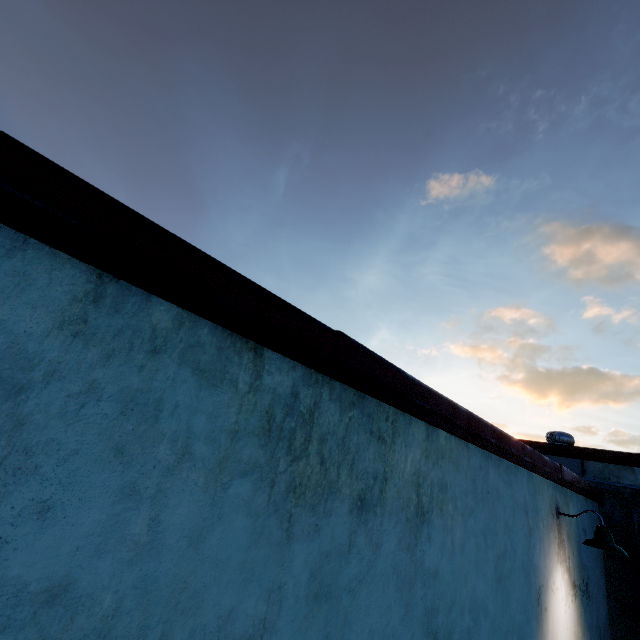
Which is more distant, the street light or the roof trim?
the street light

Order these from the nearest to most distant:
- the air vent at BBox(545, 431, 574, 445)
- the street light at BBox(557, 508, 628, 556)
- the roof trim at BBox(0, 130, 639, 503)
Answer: the roof trim at BBox(0, 130, 639, 503) → the street light at BBox(557, 508, 628, 556) → the air vent at BBox(545, 431, 574, 445)

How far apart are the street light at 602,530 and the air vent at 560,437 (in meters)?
4.31

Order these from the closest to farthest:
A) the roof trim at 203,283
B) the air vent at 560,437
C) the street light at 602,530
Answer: the roof trim at 203,283 → the street light at 602,530 → the air vent at 560,437

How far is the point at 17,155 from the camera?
1.1m

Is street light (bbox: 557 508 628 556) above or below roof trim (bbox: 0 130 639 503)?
below

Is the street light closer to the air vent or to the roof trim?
the roof trim

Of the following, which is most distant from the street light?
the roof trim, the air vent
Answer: the air vent
